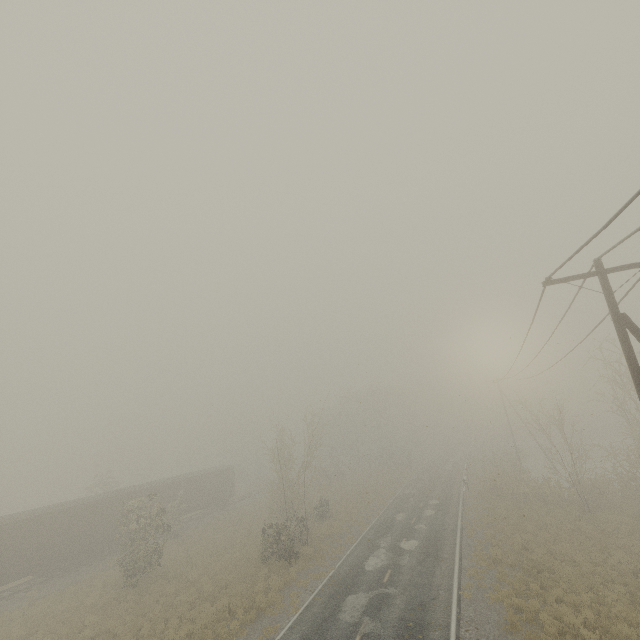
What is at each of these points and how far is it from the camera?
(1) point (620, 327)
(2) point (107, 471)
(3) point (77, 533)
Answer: (1) utility pole, 8.9 meters
(2) tree, 40.7 meters
(3) boxcar, 25.1 meters

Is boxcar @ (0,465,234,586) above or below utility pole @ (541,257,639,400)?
below

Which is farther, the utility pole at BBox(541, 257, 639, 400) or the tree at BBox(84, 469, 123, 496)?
the tree at BBox(84, 469, 123, 496)

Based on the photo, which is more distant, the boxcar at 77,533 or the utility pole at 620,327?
the boxcar at 77,533

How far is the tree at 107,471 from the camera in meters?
39.1 m

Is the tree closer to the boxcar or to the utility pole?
the boxcar

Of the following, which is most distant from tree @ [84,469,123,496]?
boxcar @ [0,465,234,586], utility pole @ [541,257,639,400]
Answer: utility pole @ [541,257,639,400]
